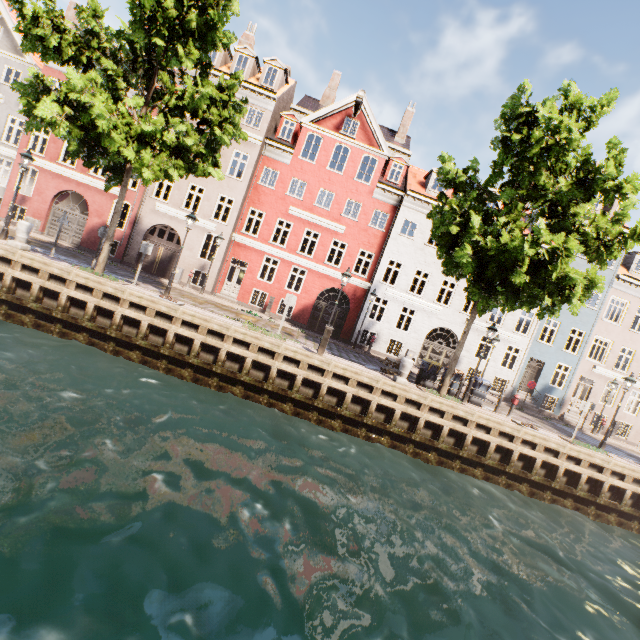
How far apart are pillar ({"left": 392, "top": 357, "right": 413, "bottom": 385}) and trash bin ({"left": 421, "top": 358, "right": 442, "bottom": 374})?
1.78m

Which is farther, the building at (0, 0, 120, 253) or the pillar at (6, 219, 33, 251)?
the building at (0, 0, 120, 253)

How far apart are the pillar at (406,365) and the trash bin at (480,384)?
4.0m

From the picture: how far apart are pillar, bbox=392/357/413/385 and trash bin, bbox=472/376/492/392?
4.0m

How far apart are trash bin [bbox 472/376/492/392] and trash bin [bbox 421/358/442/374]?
1.65m

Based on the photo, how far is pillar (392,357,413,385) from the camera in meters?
13.1

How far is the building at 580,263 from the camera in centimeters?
2232cm

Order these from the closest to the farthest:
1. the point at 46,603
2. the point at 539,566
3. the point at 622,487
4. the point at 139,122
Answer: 1. the point at 46,603
2. the point at 539,566
3. the point at 139,122
4. the point at 622,487
